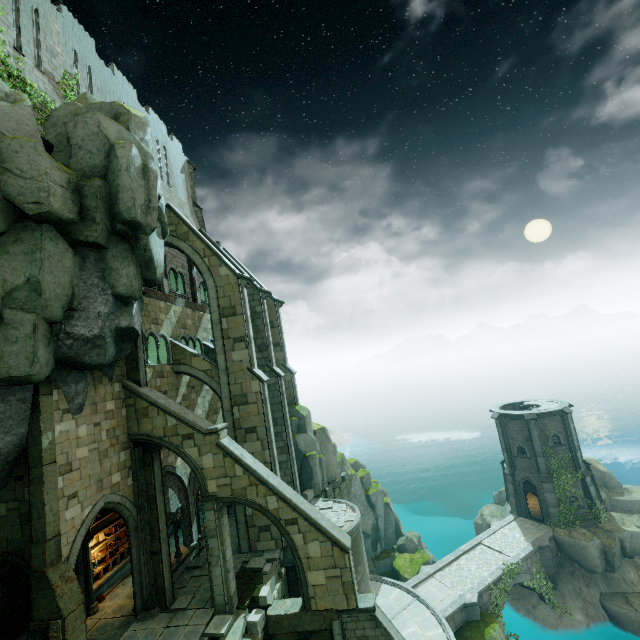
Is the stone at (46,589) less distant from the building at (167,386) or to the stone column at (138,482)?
the stone column at (138,482)

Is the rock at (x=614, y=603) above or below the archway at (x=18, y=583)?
below

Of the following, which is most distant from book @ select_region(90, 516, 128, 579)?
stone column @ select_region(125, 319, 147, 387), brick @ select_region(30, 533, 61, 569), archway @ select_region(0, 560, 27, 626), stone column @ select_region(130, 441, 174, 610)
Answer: stone column @ select_region(125, 319, 147, 387)

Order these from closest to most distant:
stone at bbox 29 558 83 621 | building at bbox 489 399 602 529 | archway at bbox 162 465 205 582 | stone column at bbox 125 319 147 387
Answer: stone at bbox 29 558 83 621 → stone column at bbox 125 319 147 387 → archway at bbox 162 465 205 582 → building at bbox 489 399 602 529

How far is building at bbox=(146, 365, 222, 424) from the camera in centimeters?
1800cm

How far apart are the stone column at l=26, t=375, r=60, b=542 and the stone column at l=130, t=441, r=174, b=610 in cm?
351

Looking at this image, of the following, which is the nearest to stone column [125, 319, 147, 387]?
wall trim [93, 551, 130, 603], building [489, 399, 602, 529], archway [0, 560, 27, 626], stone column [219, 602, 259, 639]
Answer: archway [0, 560, 27, 626]

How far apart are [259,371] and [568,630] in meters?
30.6 m
